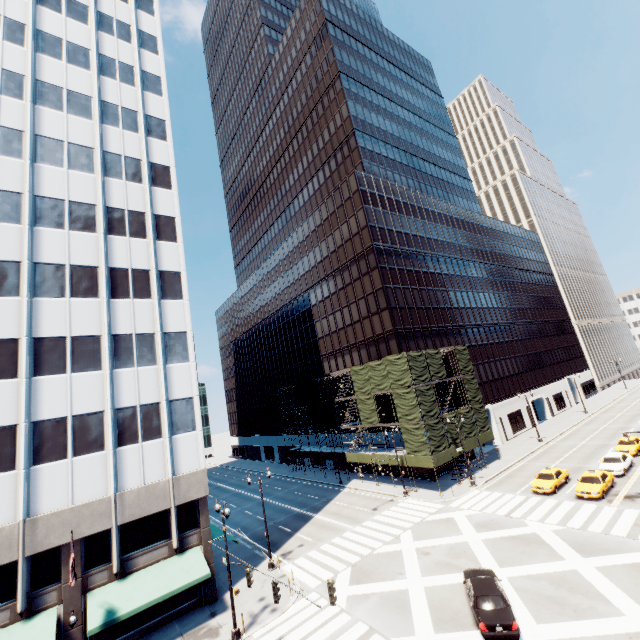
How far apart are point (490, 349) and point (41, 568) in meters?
60.9

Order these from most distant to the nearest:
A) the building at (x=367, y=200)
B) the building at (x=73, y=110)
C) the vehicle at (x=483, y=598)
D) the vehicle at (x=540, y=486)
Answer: the building at (x=367, y=200), the vehicle at (x=540, y=486), the building at (x=73, y=110), the vehicle at (x=483, y=598)

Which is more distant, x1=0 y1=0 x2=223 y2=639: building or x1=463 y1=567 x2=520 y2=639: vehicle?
x1=0 y1=0 x2=223 y2=639: building

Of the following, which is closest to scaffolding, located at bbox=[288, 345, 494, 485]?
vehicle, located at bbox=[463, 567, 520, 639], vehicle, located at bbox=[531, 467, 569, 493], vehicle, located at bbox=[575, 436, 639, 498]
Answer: vehicle, located at bbox=[531, 467, 569, 493]

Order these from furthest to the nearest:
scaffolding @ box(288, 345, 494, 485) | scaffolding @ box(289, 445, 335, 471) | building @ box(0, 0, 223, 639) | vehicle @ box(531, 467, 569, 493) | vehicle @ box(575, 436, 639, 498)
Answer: scaffolding @ box(289, 445, 335, 471) → scaffolding @ box(288, 345, 494, 485) → vehicle @ box(531, 467, 569, 493) → vehicle @ box(575, 436, 639, 498) → building @ box(0, 0, 223, 639)

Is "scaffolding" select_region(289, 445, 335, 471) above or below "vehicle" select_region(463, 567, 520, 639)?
above

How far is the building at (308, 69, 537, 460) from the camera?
46.97m

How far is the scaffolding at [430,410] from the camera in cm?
3684
